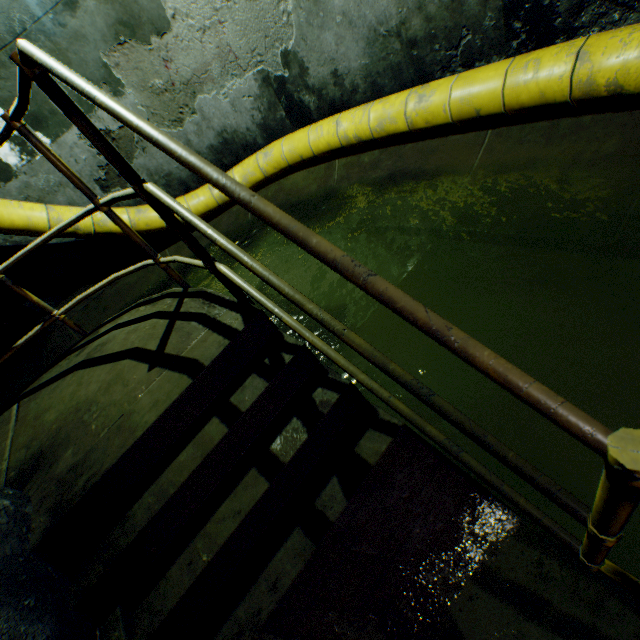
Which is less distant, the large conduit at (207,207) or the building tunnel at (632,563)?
the building tunnel at (632,563)

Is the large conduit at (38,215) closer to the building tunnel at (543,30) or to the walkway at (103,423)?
the building tunnel at (543,30)

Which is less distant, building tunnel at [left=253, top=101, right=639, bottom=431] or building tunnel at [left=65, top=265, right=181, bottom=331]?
building tunnel at [left=253, top=101, right=639, bottom=431]

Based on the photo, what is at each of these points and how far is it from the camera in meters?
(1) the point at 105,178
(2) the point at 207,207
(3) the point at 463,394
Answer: (1) building tunnel, 4.9 m
(2) large conduit, 5.1 m
(3) building tunnel, 1.9 m

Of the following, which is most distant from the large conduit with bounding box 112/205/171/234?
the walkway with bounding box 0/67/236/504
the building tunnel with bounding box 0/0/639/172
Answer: the walkway with bounding box 0/67/236/504

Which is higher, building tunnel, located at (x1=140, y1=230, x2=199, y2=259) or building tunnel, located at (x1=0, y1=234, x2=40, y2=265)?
building tunnel, located at (x1=0, y1=234, x2=40, y2=265)
